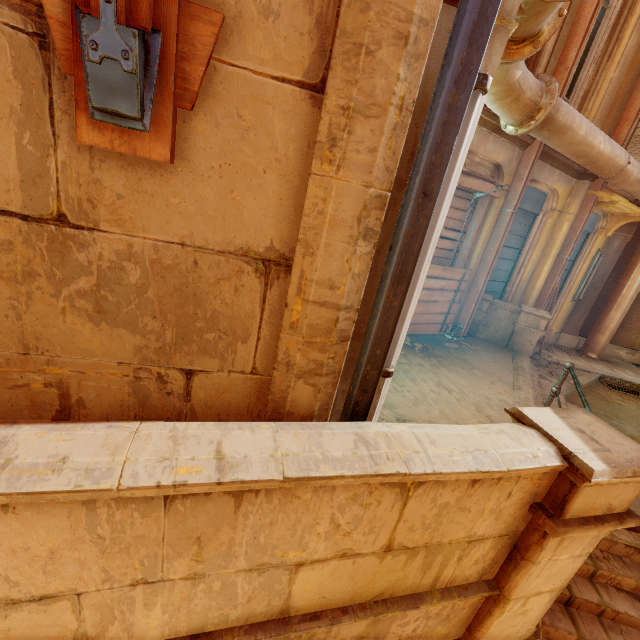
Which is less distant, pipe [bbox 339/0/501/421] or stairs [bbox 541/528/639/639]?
pipe [bbox 339/0/501/421]

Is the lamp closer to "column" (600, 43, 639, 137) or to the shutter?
the shutter

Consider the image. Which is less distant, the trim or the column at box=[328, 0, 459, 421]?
the column at box=[328, 0, 459, 421]

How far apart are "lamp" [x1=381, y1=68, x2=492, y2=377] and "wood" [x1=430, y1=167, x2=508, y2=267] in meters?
4.1 m

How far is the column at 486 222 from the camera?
6.3 meters

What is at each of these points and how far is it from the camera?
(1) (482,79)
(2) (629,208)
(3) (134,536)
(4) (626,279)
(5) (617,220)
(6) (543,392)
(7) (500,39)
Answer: (1) lamp, 1.4m
(2) trim, 7.9m
(3) building, 1.3m
(4) pipe, 9.1m
(5) support, 8.8m
(6) stairs, 6.1m
(7) column, 1.5m

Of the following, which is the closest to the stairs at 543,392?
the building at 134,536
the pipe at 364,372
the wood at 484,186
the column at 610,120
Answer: the building at 134,536

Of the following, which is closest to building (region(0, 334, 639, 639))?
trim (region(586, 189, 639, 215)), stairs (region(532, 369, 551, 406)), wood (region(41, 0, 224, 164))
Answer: stairs (region(532, 369, 551, 406))
